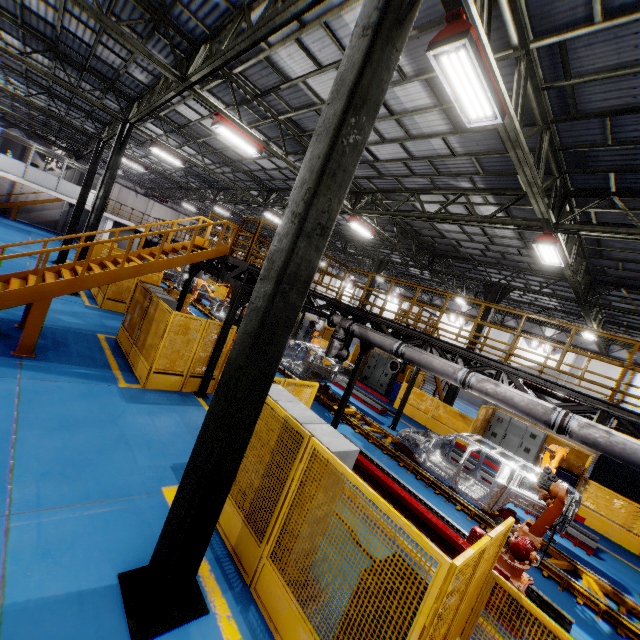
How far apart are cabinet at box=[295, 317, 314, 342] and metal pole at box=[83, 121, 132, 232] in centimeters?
1491cm

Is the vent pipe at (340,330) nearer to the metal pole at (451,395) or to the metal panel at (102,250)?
the metal panel at (102,250)

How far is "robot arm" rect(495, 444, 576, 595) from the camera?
5.8 meters

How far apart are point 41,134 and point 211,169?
30.1 meters

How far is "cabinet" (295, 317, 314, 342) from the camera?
25.5m

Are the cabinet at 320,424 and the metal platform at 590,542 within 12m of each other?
yes

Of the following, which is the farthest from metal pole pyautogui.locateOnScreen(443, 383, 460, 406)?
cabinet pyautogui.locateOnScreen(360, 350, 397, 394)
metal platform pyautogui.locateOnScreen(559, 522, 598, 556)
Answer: cabinet pyautogui.locateOnScreen(360, 350, 397, 394)

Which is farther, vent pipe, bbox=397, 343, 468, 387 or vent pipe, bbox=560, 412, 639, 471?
vent pipe, bbox=397, 343, 468, 387
